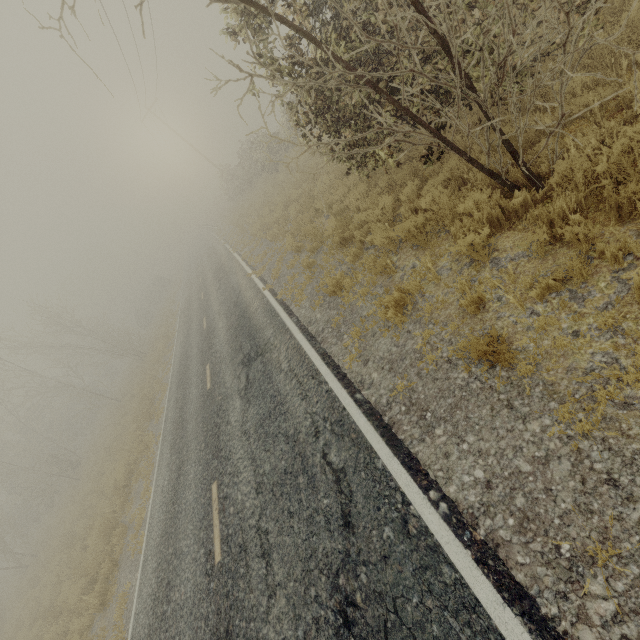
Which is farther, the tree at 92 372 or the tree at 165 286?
the tree at 165 286

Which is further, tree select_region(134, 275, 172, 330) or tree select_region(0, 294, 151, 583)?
tree select_region(134, 275, 172, 330)

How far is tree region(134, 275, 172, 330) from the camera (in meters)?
46.25

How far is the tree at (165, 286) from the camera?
46.2 meters

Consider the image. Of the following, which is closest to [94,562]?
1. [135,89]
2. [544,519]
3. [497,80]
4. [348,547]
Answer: [348,547]
